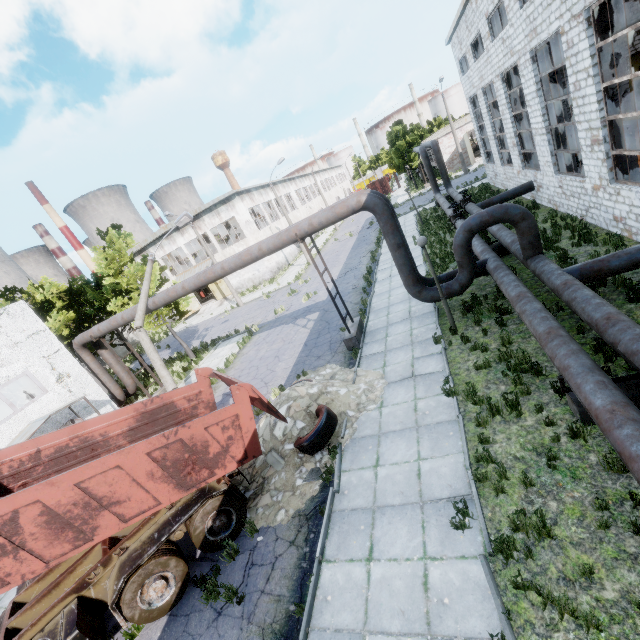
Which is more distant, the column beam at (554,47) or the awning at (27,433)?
the column beam at (554,47)

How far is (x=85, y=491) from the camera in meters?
5.7 m

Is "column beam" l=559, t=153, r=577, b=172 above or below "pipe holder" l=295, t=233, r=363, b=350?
above

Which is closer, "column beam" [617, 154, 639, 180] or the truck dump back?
the truck dump back

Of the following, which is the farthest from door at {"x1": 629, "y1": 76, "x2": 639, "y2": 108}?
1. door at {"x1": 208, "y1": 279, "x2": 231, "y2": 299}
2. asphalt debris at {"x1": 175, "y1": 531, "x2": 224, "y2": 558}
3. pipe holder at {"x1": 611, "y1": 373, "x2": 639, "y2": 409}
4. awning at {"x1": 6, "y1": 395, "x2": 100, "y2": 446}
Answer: awning at {"x1": 6, "y1": 395, "x2": 100, "y2": 446}

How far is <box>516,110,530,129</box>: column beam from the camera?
17.84m

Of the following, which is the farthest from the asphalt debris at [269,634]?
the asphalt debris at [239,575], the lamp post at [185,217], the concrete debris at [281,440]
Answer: the lamp post at [185,217]

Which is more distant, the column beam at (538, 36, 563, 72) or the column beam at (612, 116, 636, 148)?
the column beam at (538, 36, 563, 72)
